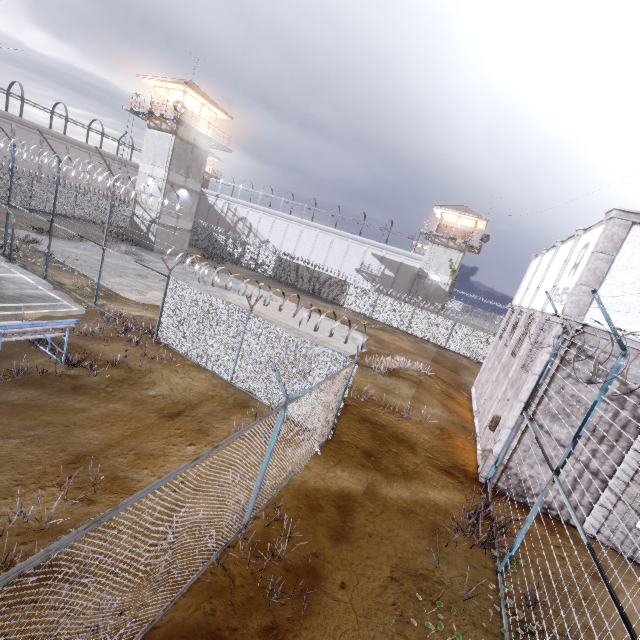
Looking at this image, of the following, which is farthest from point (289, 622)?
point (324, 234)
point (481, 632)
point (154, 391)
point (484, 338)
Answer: point (324, 234)

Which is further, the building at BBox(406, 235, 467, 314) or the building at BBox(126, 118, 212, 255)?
the building at BBox(406, 235, 467, 314)

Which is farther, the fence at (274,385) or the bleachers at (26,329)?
the bleachers at (26,329)

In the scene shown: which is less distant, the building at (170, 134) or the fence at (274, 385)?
the fence at (274, 385)

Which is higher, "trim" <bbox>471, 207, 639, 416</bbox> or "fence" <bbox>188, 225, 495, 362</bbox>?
"trim" <bbox>471, 207, 639, 416</bbox>

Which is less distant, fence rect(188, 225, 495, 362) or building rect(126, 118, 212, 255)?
building rect(126, 118, 212, 255)

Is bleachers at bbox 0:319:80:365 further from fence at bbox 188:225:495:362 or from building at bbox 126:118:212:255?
building at bbox 126:118:212:255

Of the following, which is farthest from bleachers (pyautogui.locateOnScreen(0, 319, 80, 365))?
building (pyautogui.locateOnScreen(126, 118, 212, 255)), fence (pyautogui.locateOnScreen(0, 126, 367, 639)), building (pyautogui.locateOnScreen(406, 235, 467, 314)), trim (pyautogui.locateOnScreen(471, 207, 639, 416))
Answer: building (pyautogui.locateOnScreen(406, 235, 467, 314))
